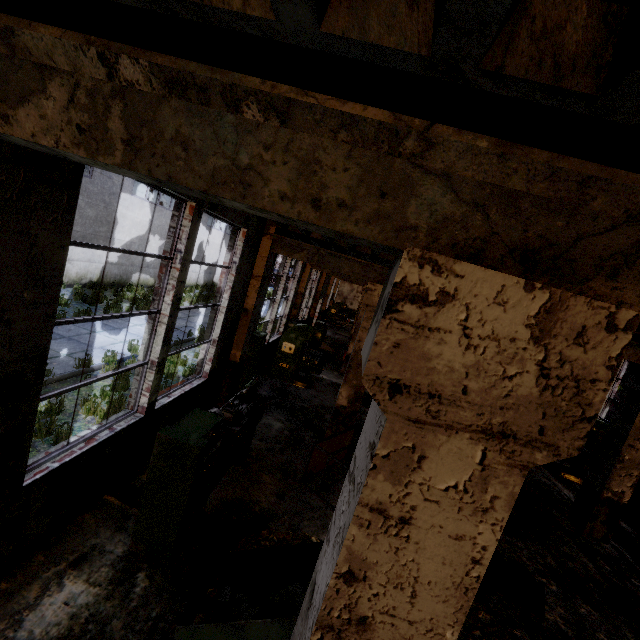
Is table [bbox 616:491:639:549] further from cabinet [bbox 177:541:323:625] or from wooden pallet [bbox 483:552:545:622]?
cabinet [bbox 177:541:323:625]

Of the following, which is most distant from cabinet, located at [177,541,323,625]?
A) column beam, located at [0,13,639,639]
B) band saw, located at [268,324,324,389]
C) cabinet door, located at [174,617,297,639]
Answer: band saw, located at [268,324,324,389]

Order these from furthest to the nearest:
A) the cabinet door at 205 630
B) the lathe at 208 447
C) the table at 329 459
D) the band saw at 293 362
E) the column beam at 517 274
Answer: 1. the band saw at 293 362
2. the table at 329 459
3. the lathe at 208 447
4. the cabinet door at 205 630
5. the column beam at 517 274

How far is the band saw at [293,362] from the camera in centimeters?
1066cm

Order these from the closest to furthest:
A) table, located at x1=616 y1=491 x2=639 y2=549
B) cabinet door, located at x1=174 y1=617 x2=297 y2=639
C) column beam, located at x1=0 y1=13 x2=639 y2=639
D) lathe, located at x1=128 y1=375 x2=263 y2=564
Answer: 1. column beam, located at x1=0 y1=13 x2=639 y2=639
2. cabinet door, located at x1=174 y1=617 x2=297 y2=639
3. lathe, located at x1=128 y1=375 x2=263 y2=564
4. table, located at x1=616 y1=491 x2=639 y2=549

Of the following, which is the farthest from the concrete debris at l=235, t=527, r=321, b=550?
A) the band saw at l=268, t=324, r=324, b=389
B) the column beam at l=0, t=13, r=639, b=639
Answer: the band saw at l=268, t=324, r=324, b=389

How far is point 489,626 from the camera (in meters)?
4.22

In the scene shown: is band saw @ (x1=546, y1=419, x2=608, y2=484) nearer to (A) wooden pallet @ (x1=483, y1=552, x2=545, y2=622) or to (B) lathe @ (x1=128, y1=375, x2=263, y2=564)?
(A) wooden pallet @ (x1=483, y1=552, x2=545, y2=622)
